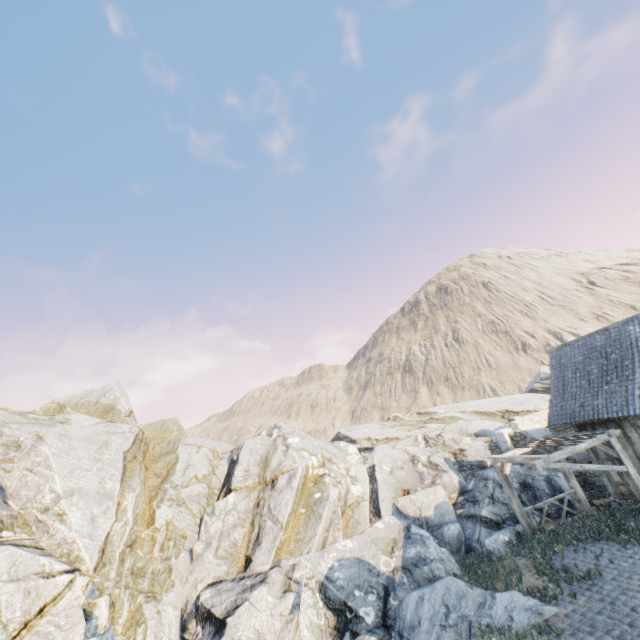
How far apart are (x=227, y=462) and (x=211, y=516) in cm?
453

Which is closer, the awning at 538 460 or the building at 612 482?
the awning at 538 460

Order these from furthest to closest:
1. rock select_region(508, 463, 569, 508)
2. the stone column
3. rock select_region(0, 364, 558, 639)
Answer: the stone column → rock select_region(508, 463, 569, 508) → rock select_region(0, 364, 558, 639)

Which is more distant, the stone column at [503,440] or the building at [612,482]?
the stone column at [503,440]

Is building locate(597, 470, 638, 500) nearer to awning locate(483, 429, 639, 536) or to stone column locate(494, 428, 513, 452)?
awning locate(483, 429, 639, 536)

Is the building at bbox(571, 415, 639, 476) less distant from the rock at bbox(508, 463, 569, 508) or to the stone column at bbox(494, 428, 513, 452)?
the rock at bbox(508, 463, 569, 508)

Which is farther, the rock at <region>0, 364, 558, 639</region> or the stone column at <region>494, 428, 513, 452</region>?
the stone column at <region>494, 428, 513, 452</region>

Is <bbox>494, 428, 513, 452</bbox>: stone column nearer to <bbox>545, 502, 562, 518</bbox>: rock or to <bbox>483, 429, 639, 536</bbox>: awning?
<bbox>545, 502, 562, 518</bbox>: rock
